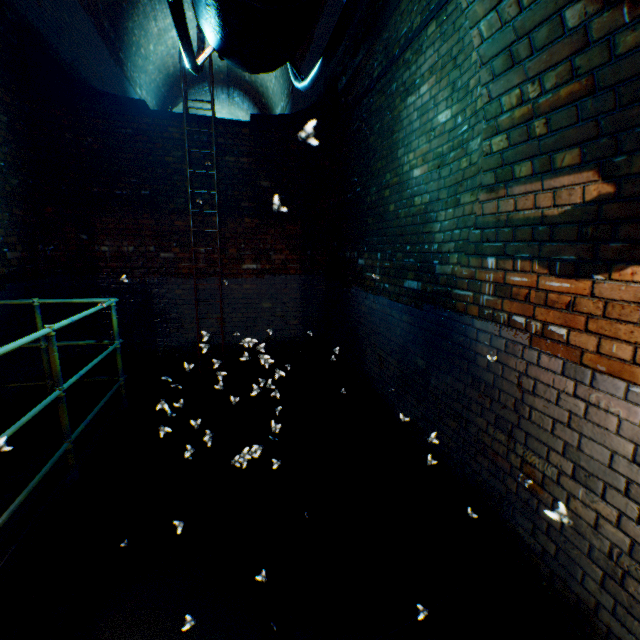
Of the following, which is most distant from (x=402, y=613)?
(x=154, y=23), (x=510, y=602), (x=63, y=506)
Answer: (x=154, y=23)

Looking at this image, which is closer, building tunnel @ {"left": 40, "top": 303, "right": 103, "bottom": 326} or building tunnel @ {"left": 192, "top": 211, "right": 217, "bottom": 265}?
building tunnel @ {"left": 40, "top": 303, "right": 103, "bottom": 326}

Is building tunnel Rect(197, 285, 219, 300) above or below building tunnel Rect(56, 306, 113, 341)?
above

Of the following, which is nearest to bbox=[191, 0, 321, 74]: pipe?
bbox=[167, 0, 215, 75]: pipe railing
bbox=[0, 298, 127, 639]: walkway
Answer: bbox=[167, 0, 215, 75]: pipe railing

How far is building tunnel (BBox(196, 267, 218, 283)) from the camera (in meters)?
5.92

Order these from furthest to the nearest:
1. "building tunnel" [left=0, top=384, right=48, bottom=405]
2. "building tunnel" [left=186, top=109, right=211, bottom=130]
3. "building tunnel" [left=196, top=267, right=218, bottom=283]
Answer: "building tunnel" [left=196, top=267, right=218, bottom=283] < "building tunnel" [left=186, top=109, right=211, bottom=130] < "building tunnel" [left=0, top=384, right=48, bottom=405]

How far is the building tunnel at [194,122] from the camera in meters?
5.4 m
